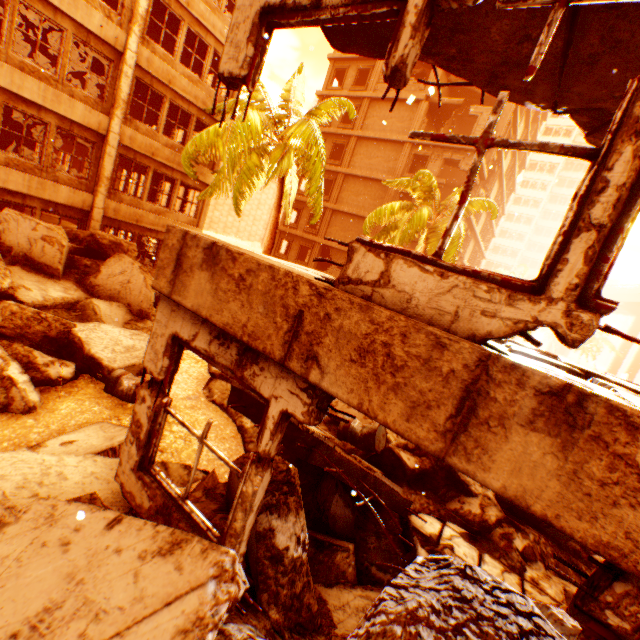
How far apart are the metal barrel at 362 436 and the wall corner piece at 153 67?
15.32m

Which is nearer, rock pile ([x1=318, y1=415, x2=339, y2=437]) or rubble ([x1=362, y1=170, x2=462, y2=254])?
rock pile ([x1=318, y1=415, x2=339, y2=437])

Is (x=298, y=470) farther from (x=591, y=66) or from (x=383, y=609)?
(x=591, y=66)

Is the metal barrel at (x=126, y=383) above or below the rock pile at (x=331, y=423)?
below

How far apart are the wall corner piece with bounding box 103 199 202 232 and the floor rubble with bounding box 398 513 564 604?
15.4m

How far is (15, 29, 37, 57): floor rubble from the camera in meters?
14.3

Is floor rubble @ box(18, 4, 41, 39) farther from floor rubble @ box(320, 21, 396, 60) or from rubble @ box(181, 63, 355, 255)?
floor rubble @ box(320, 21, 396, 60)

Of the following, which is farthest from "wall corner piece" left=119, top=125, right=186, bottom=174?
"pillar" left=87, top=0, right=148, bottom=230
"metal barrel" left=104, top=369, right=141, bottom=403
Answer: "metal barrel" left=104, top=369, right=141, bottom=403
